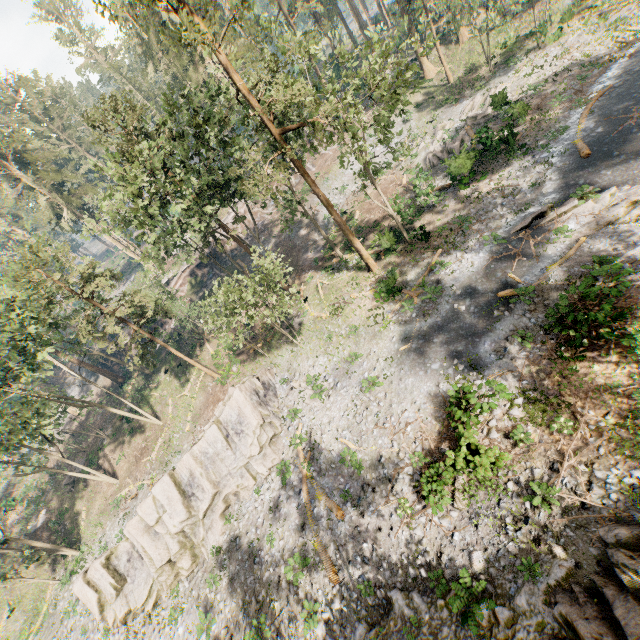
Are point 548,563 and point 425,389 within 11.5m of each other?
yes

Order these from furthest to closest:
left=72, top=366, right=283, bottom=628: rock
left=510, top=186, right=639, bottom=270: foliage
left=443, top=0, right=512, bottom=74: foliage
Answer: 1. left=443, top=0, right=512, bottom=74: foliage
2. left=72, top=366, right=283, bottom=628: rock
3. left=510, top=186, right=639, bottom=270: foliage

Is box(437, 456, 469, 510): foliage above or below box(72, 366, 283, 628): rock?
below

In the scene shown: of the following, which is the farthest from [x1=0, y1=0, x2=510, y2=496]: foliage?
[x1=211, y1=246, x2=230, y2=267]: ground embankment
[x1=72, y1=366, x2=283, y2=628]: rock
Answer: [x1=72, y1=366, x2=283, y2=628]: rock

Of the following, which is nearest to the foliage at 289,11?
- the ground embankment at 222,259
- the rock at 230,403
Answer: the ground embankment at 222,259

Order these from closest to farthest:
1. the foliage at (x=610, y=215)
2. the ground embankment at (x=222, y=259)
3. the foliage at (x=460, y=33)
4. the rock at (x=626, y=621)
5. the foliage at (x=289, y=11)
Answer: the rock at (x=626, y=621) < the foliage at (x=610, y=215) < the foliage at (x=289, y=11) < the foliage at (x=460, y=33) < the ground embankment at (x=222, y=259)

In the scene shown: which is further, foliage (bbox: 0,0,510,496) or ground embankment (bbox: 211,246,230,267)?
ground embankment (bbox: 211,246,230,267)

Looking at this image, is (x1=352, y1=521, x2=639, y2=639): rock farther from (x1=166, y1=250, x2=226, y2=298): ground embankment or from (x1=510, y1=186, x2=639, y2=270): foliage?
(x1=166, y1=250, x2=226, y2=298): ground embankment
